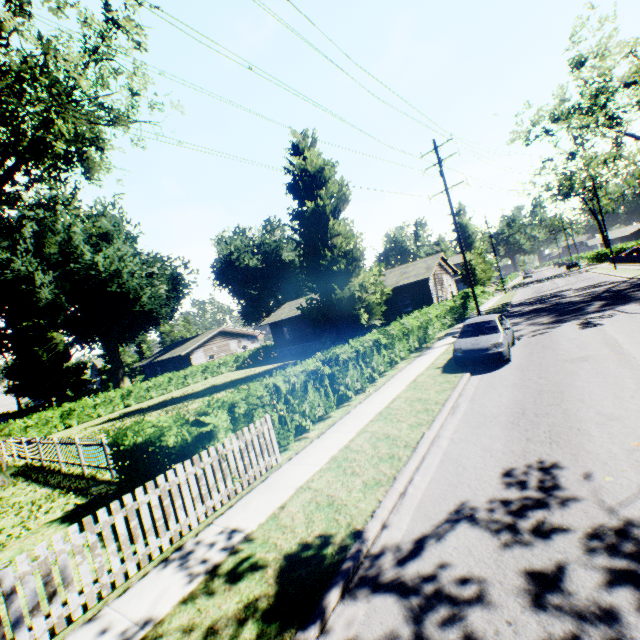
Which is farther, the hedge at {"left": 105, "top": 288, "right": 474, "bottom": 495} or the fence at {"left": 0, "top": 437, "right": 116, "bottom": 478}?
the fence at {"left": 0, "top": 437, "right": 116, "bottom": 478}

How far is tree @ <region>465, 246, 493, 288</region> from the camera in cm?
3981

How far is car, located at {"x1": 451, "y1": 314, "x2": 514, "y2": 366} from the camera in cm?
1164

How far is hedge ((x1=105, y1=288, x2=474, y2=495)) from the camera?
7.3 meters

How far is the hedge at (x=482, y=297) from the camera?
36.0m

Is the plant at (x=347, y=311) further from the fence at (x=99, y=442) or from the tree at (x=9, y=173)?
the tree at (x=9, y=173)

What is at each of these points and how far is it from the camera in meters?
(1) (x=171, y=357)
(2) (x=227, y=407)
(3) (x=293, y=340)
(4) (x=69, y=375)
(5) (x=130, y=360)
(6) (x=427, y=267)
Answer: (1) house, 40.8
(2) hedge, 7.6
(3) house, 38.3
(4) plant, 53.2
(5) tree, 57.5
(6) house, 29.9

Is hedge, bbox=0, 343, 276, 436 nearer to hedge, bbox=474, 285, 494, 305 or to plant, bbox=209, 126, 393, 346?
plant, bbox=209, 126, 393, 346
